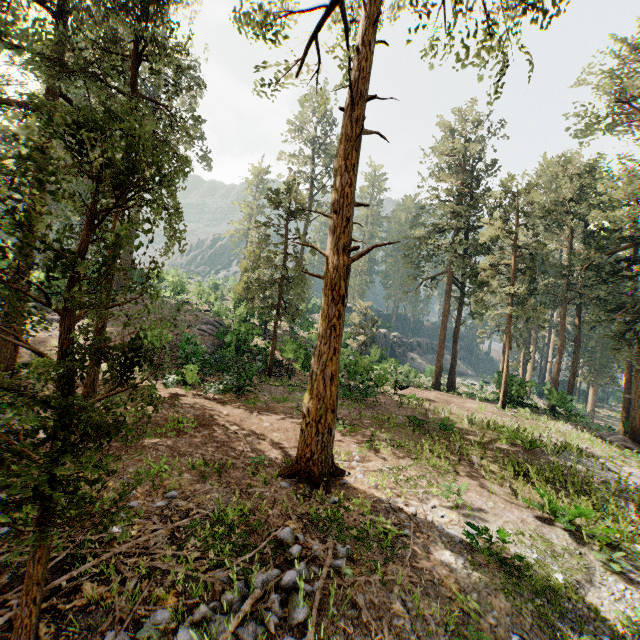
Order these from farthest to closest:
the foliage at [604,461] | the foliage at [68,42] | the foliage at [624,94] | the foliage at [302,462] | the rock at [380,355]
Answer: the rock at [380,355], the foliage at [624,94], the foliage at [604,461], the foliage at [302,462], the foliage at [68,42]

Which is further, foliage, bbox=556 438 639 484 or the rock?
the rock

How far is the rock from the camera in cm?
2492

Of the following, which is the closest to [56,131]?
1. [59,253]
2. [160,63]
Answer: [160,63]

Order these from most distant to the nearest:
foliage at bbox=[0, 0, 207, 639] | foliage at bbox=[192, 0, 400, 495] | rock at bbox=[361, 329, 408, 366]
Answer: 1. rock at bbox=[361, 329, 408, 366]
2. foliage at bbox=[192, 0, 400, 495]
3. foliage at bbox=[0, 0, 207, 639]

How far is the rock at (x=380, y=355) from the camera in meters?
24.9 m
